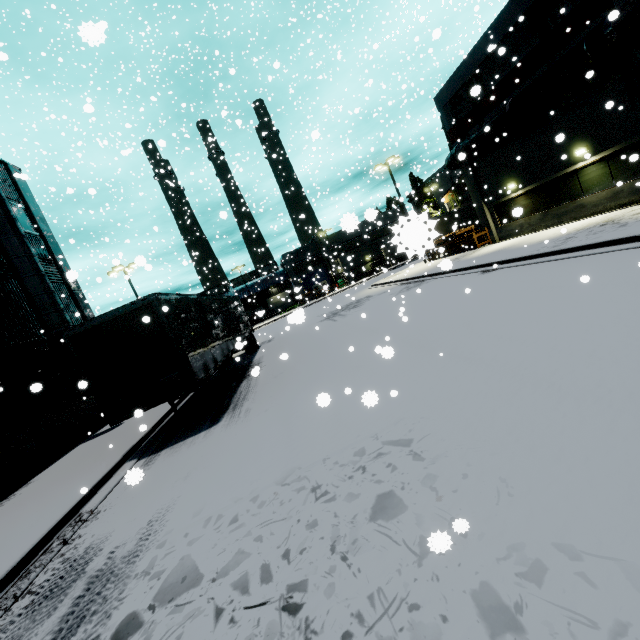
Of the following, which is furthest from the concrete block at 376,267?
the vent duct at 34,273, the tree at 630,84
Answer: the tree at 630,84

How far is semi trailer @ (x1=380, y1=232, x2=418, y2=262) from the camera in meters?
1.2

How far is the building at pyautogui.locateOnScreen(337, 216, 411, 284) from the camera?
1.2m

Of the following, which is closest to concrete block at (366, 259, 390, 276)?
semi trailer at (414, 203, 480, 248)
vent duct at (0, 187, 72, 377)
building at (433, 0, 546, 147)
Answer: building at (433, 0, 546, 147)

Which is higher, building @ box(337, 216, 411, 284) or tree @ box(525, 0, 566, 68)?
tree @ box(525, 0, 566, 68)

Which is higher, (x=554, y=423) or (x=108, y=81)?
(x=108, y=81)

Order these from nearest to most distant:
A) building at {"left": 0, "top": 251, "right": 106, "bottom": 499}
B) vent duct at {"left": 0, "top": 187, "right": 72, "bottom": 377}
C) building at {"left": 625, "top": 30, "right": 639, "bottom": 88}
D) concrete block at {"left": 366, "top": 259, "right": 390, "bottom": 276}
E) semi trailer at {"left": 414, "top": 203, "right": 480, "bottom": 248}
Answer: semi trailer at {"left": 414, "top": 203, "right": 480, "bottom": 248} → building at {"left": 0, "top": 251, "right": 106, "bottom": 499} → building at {"left": 625, "top": 30, "right": 639, "bottom": 88} → vent duct at {"left": 0, "top": 187, "right": 72, "bottom": 377} → concrete block at {"left": 366, "top": 259, "right": 390, "bottom": 276}

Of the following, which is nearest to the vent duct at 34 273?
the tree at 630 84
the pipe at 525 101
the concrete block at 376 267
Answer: the pipe at 525 101
